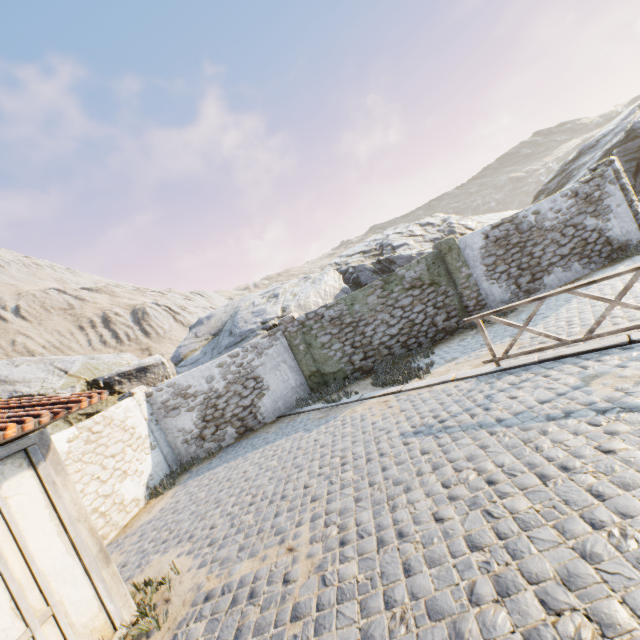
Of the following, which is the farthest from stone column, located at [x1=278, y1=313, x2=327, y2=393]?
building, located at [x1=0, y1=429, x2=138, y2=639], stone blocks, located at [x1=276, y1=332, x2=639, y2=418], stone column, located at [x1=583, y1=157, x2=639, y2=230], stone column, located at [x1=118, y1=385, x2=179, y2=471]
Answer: stone column, located at [x1=583, y1=157, x2=639, y2=230]

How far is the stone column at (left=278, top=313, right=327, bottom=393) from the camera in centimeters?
1182cm

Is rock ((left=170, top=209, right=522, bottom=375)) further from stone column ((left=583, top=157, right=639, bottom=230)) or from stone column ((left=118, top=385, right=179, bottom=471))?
stone column ((left=583, top=157, right=639, bottom=230))

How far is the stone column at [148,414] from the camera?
10.8 meters

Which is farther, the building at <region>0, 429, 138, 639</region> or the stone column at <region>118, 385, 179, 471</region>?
the stone column at <region>118, 385, 179, 471</region>

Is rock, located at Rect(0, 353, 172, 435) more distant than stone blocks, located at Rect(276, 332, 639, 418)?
Yes

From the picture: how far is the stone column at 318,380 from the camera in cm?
1182

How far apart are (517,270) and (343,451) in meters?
9.1
